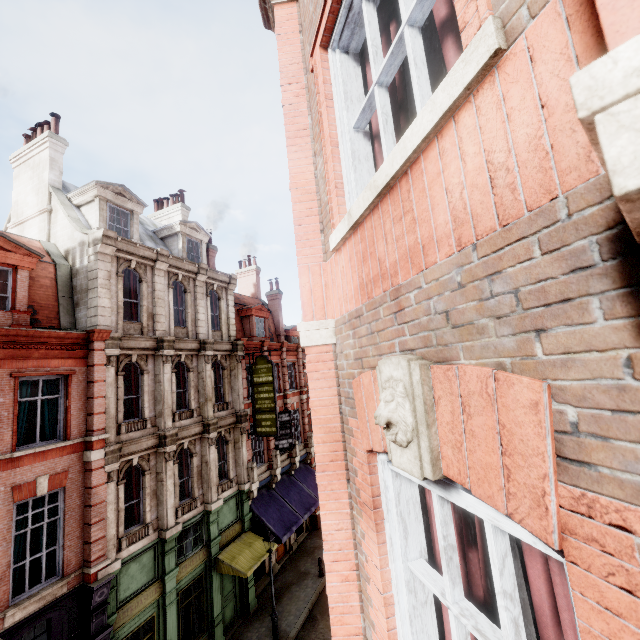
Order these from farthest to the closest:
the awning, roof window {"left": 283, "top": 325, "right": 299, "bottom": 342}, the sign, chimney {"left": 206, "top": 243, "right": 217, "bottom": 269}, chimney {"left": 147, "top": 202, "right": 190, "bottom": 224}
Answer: roof window {"left": 283, "top": 325, "right": 299, "bottom": 342} → chimney {"left": 147, "top": 202, "right": 190, "bottom": 224} → chimney {"left": 206, "top": 243, "right": 217, "bottom": 269} → the sign → the awning

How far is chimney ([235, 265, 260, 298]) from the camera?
28.00m

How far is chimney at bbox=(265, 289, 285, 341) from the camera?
26.6 meters

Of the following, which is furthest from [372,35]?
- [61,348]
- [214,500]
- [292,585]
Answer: [292,585]

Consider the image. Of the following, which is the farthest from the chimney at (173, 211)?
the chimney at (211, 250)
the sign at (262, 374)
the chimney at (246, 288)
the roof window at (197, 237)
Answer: the sign at (262, 374)

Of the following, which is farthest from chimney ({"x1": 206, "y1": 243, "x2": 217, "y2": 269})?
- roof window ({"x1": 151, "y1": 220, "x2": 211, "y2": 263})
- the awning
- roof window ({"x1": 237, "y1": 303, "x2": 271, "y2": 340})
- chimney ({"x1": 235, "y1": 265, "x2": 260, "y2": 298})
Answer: the awning

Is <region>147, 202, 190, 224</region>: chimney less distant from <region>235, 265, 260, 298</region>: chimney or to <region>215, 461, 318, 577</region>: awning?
<region>235, 265, 260, 298</region>: chimney

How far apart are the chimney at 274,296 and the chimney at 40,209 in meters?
15.0
